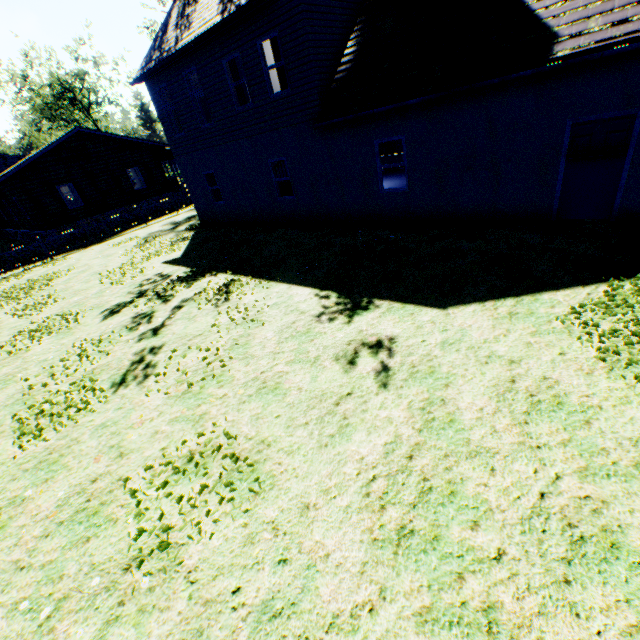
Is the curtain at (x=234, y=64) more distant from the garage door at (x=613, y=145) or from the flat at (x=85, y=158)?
the flat at (x=85, y=158)

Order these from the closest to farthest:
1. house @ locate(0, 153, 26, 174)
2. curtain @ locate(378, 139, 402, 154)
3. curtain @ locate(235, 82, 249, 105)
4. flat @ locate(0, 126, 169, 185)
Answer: curtain @ locate(235, 82, 249, 105)
curtain @ locate(378, 139, 402, 154)
flat @ locate(0, 126, 169, 185)
house @ locate(0, 153, 26, 174)

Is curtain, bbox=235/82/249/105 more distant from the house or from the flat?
the house

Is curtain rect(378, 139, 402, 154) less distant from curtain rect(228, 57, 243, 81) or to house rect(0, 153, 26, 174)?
curtain rect(228, 57, 243, 81)

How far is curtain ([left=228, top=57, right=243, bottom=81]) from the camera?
12.0m

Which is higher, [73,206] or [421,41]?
[421,41]

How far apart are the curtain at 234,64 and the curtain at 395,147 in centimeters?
970cm
